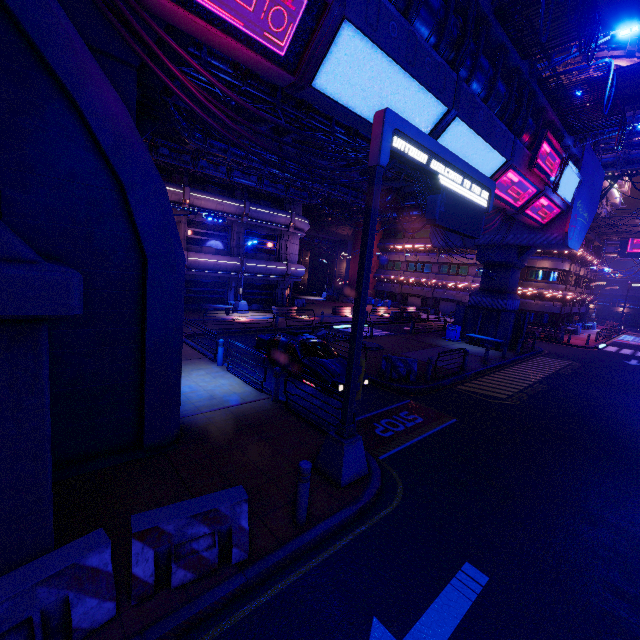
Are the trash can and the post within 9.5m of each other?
no

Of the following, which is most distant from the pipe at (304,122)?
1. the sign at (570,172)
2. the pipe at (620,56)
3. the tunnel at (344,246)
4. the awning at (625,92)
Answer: the tunnel at (344,246)

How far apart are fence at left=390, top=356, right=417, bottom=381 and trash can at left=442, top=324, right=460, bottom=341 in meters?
11.4

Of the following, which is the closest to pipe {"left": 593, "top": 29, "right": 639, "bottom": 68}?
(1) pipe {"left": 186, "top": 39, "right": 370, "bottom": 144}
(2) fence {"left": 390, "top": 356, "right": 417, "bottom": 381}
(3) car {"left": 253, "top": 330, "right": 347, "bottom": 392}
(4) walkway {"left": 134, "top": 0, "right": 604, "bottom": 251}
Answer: (4) walkway {"left": 134, "top": 0, "right": 604, "bottom": 251}

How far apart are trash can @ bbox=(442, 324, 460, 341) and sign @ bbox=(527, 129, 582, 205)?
10.7m

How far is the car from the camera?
10.9 meters

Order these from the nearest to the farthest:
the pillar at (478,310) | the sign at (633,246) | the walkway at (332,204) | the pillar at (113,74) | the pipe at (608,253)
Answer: the pillar at (113,74)
the pillar at (478,310)
the walkway at (332,204)
the sign at (633,246)
the pipe at (608,253)

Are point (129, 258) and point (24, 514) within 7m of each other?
yes
